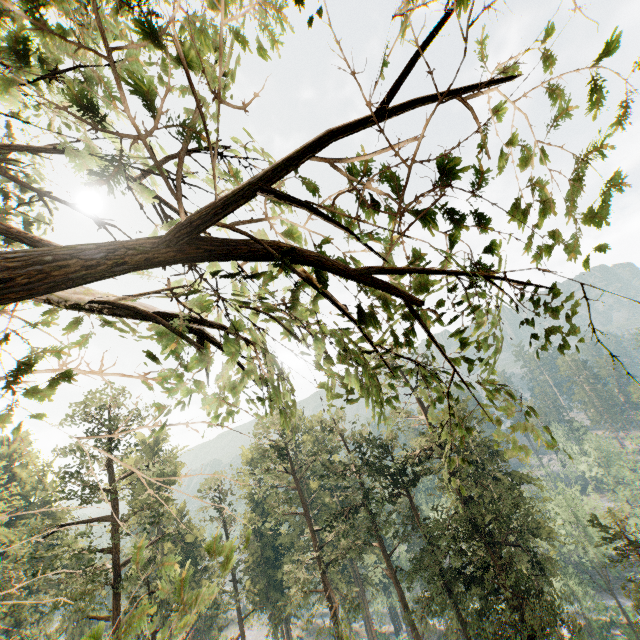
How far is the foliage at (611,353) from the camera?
1.63m

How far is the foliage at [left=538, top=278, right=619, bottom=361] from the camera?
1.6 meters

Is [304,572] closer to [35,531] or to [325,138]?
[35,531]
